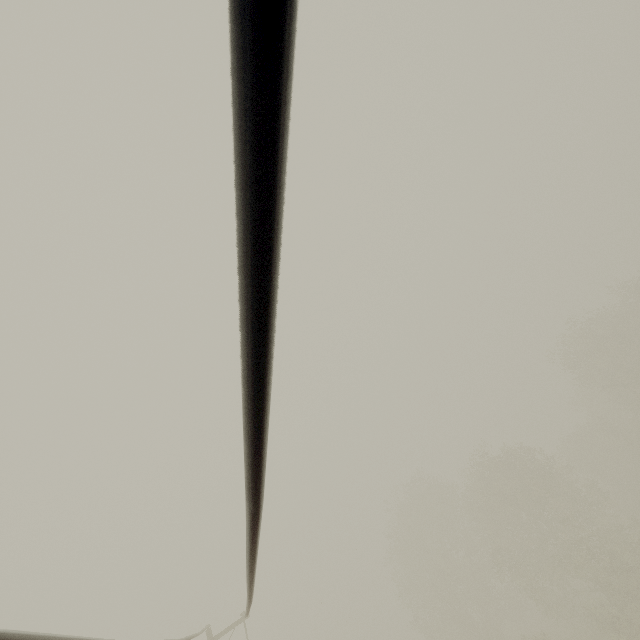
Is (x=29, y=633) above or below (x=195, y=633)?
below
